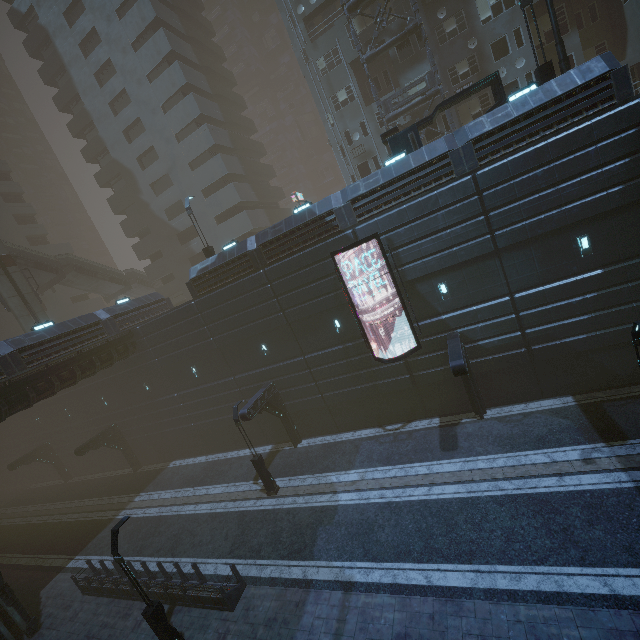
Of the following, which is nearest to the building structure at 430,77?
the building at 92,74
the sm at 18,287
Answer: the building at 92,74

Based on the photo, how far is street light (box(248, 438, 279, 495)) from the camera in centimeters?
1800cm

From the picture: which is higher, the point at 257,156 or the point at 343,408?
the point at 257,156

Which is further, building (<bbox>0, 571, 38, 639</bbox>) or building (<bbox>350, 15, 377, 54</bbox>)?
building (<bbox>350, 15, 377, 54</bbox>)

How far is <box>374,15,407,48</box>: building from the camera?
23.44m

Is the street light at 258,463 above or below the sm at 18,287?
below

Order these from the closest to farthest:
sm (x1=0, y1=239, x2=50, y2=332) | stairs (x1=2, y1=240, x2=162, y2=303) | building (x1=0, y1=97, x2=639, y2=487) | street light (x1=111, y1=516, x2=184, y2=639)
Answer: street light (x1=111, y1=516, x2=184, y2=639)
building (x1=0, y1=97, x2=639, y2=487)
sm (x1=0, y1=239, x2=50, y2=332)
stairs (x1=2, y1=240, x2=162, y2=303)

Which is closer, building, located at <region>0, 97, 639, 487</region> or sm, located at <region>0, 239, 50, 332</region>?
building, located at <region>0, 97, 639, 487</region>
